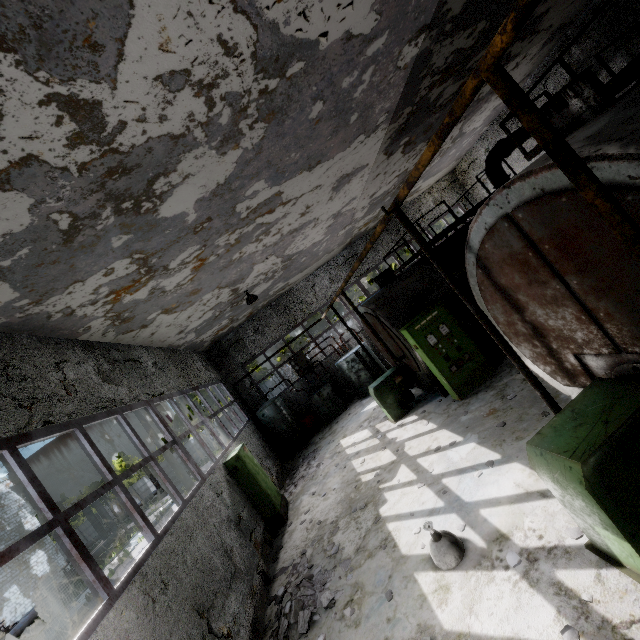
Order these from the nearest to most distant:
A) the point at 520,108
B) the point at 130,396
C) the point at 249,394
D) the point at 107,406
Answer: the point at 520,108
the point at 107,406
the point at 130,396
the point at 249,394

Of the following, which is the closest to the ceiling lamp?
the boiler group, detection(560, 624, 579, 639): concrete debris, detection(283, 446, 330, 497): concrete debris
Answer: detection(560, 624, 579, 639): concrete debris

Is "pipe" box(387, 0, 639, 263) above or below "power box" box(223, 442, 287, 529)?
above

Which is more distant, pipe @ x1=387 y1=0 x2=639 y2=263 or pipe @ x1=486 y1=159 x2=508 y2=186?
pipe @ x1=486 y1=159 x2=508 y2=186

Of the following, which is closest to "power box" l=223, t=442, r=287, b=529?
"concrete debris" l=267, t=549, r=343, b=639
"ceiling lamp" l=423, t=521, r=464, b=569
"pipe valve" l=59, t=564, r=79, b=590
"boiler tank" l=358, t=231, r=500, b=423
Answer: "concrete debris" l=267, t=549, r=343, b=639

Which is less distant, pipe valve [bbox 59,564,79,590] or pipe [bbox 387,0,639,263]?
pipe [bbox 387,0,639,263]

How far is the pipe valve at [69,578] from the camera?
23.1 meters

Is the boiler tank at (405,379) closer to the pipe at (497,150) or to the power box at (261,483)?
the power box at (261,483)
